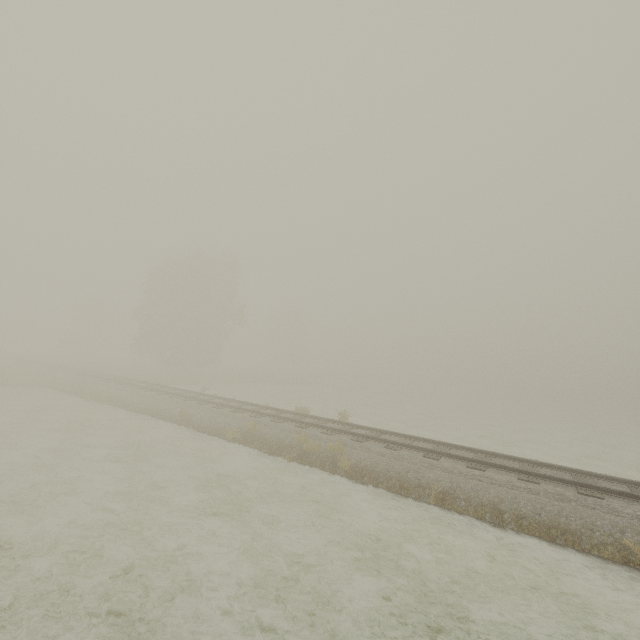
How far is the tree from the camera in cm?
5606

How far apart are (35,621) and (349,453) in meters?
8.5 m

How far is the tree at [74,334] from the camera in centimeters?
5606cm
